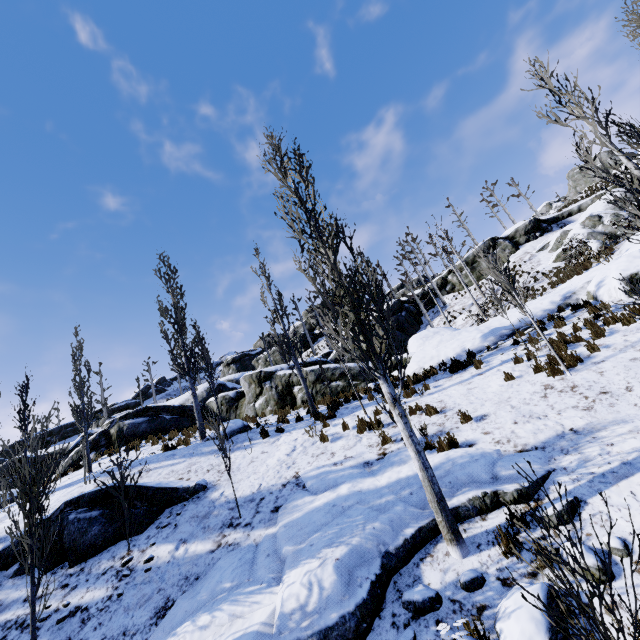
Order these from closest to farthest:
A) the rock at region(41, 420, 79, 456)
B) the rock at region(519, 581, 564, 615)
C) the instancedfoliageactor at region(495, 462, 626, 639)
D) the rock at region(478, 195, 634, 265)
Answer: the instancedfoliageactor at region(495, 462, 626, 639), the rock at region(519, 581, 564, 615), the rock at region(478, 195, 634, 265), the rock at region(41, 420, 79, 456)

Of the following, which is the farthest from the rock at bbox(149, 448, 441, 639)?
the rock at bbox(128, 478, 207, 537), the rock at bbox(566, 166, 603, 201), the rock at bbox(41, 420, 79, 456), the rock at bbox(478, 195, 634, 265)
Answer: the rock at bbox(566, 166, 603, 201)

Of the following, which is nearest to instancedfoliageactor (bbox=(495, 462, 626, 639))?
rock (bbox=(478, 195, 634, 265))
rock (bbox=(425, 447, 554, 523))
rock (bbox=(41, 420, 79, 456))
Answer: rock (bbox=(425, 447, 554, 523))

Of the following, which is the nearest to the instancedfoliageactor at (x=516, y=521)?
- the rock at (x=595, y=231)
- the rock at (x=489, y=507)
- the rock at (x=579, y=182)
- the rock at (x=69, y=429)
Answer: the rock at (x=489, y=507)

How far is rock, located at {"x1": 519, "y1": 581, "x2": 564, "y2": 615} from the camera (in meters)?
3.79

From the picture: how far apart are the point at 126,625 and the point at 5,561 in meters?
5.0 m

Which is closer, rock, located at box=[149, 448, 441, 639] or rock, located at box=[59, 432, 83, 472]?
rock, located at box=[149, 448, 441, 639]

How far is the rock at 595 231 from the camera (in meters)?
24.02
